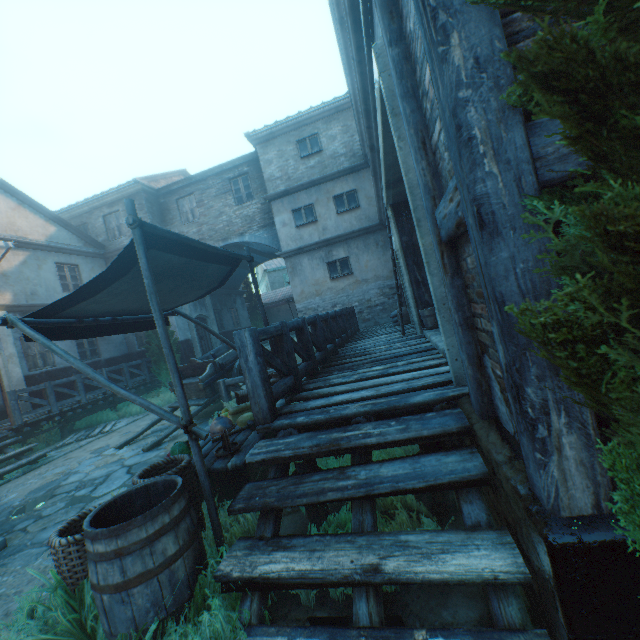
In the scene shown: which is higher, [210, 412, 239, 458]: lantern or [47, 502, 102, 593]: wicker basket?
[210, 412, 239, 458]: lantern

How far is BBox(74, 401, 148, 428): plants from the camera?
11.68m

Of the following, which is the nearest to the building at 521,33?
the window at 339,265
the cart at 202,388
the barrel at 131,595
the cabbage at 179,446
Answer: the window at 339,265

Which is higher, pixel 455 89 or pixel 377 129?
pixel 377 129

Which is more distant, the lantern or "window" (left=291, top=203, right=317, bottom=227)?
"window" (left=291, top=203, right=317, bottom=227)

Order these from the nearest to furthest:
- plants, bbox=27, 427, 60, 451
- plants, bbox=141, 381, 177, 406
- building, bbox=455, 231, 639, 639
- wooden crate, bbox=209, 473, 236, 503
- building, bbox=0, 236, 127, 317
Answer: building, bbox=455, 231, 639, 639, wooden crate, bbox=209, 473, 236, 503, plants, bbox=27, 427, 60, 451, building, bbox=0, 236, 127, 317, plants, bbox=141, 381, 177, 406

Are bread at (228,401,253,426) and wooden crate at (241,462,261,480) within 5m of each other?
yes

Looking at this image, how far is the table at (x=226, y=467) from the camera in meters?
3.2
